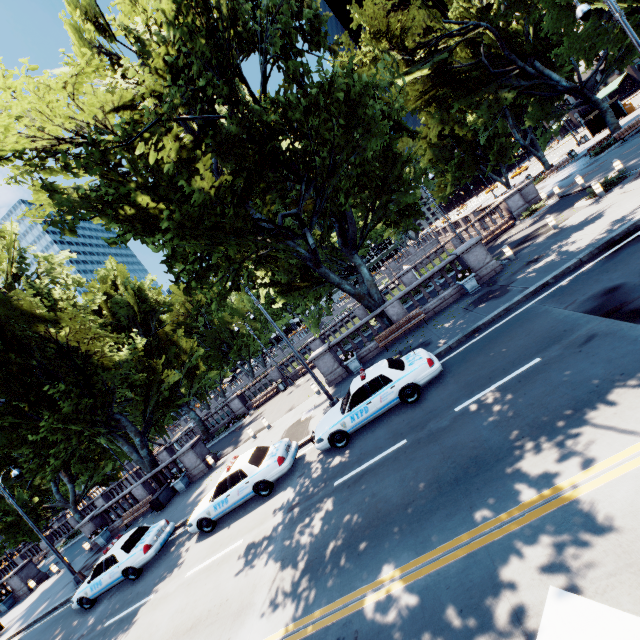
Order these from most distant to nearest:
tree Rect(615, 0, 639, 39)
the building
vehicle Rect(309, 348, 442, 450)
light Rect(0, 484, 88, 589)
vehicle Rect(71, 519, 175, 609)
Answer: the building
light Rect(0, 484, 88, 589)
tree Rect(615, 0, 639, 39)
vehicle Rect(71, 519, 175, 609)
vehicle Rect(309, 348, 442, 450)

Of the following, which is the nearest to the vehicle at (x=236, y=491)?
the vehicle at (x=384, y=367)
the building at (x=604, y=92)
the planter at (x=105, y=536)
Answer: the vehicle at (x=384, y=367)

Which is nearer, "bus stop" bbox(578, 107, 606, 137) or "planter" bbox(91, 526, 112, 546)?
"planter" bbox(91, 526, 112, 546)

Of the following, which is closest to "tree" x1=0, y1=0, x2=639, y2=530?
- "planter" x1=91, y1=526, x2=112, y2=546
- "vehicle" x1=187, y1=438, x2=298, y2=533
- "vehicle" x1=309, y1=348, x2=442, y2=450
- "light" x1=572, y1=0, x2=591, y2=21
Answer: "light" x1=572, y1=0, x2=591, y2=21

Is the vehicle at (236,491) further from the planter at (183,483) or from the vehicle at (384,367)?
the planter at (183,483)

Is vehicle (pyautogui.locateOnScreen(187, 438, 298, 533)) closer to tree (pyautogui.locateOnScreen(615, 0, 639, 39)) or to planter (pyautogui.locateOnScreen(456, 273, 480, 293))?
tree (pyautogui.locateOnScreen(615, 0, 639, 39))

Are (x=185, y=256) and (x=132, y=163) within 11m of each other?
yes

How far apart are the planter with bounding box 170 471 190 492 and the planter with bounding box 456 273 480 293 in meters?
20.4
